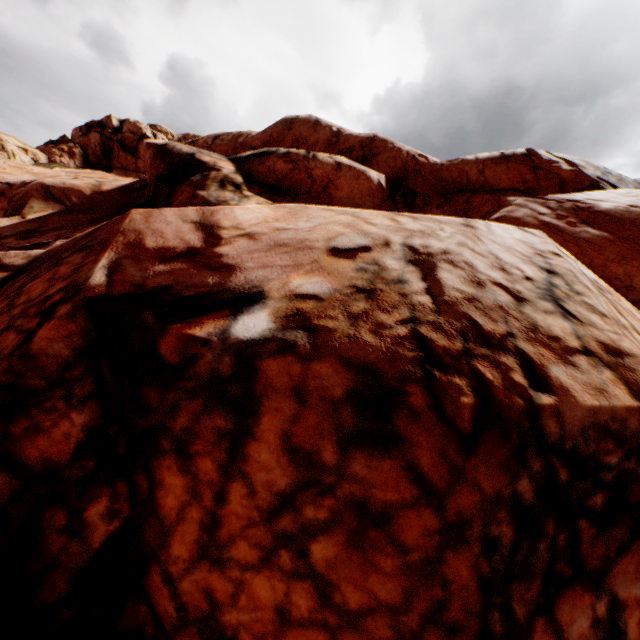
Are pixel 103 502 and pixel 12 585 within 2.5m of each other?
yes
